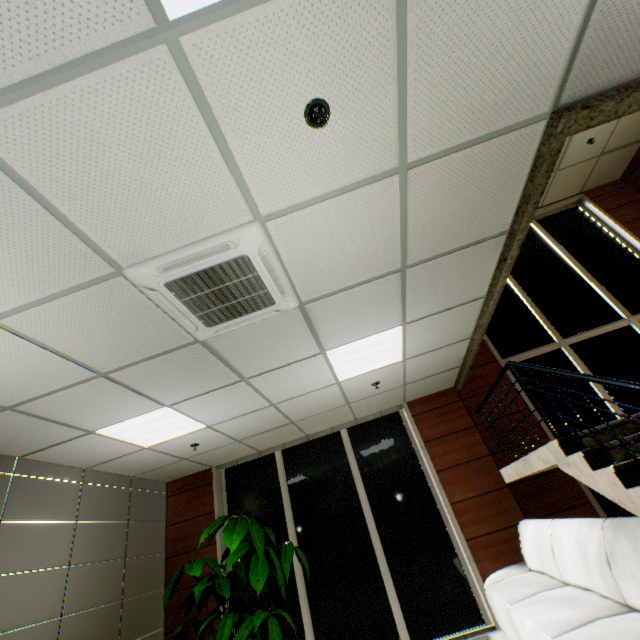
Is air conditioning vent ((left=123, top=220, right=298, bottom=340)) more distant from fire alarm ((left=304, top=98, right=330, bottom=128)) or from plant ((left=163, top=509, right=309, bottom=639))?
plant ((left=163, top=509, right=309, bottom=639))

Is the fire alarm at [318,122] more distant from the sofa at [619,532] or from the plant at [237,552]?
the plant at [237,552]

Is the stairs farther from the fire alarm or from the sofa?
the fire alarm

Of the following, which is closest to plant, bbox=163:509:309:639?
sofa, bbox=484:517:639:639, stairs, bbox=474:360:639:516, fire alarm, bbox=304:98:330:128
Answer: sofa, bbox=484:517:639:639

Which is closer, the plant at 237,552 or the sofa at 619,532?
the sofa at 619,532

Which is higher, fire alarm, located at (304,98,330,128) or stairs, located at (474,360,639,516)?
fire alarm, located at (304,98,330,128)

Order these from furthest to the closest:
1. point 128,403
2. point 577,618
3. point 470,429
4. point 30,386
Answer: point 470,429
point 128,403
point 30,386
point 577,618

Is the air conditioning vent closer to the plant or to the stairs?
the stairs
